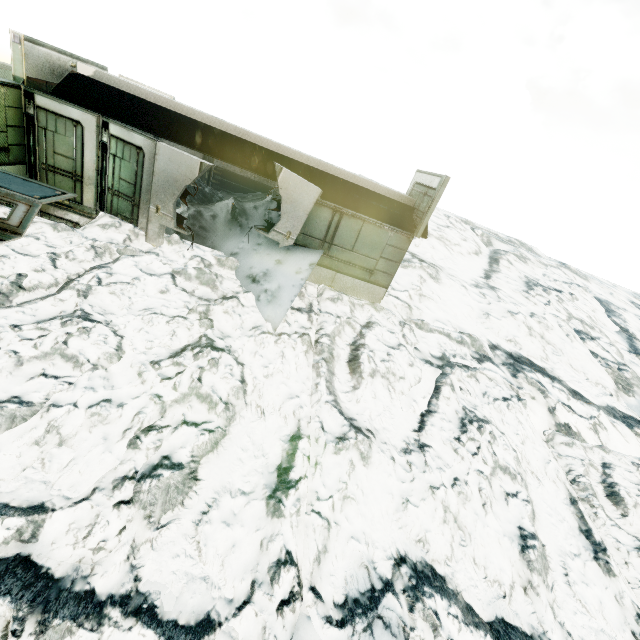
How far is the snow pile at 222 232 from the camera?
8.5m

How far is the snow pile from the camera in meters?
8.5

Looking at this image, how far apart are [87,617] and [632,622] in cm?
833
